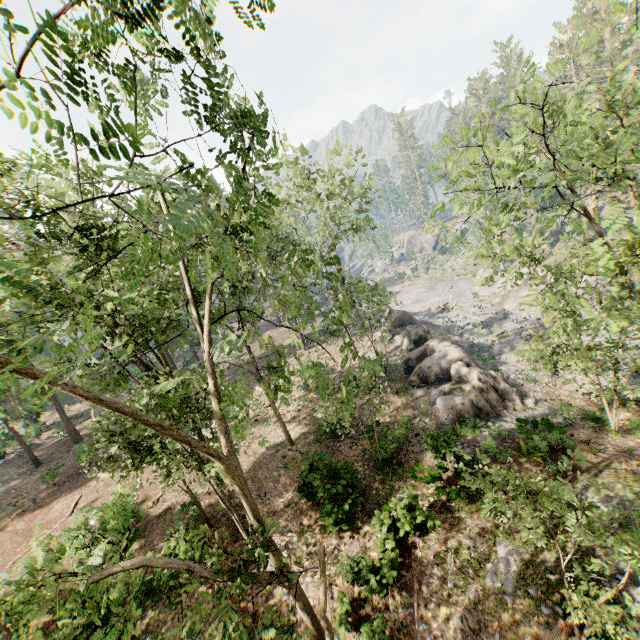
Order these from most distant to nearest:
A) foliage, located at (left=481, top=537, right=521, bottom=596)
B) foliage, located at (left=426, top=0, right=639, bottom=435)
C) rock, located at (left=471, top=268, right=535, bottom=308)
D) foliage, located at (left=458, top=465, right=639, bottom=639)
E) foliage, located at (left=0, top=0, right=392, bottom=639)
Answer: rock, located at (left=471, top=268, right=535, bottom=308), foliage, located at (left=481, top=537, right=521, bottom=596), foliage, located at (left=426, top=0, right=639, bottom=435), foliage, located at (left=458, top=465, right=639, bottom=639), foliage, located at (left=0, top=0, right=392, bottom=639)

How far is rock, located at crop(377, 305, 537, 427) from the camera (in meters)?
20.36

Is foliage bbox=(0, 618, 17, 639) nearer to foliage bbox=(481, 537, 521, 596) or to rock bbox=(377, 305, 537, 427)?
rock bbox=(377, 305, 537, 427)

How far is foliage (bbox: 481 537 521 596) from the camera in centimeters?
1117cm

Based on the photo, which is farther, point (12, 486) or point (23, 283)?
point (12, 486)

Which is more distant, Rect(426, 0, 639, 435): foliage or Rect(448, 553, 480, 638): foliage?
Rect(448, 553, 480, 638): foliage

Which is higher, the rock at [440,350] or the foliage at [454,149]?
the foliage at [454,149]

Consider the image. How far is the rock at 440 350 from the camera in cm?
2036
